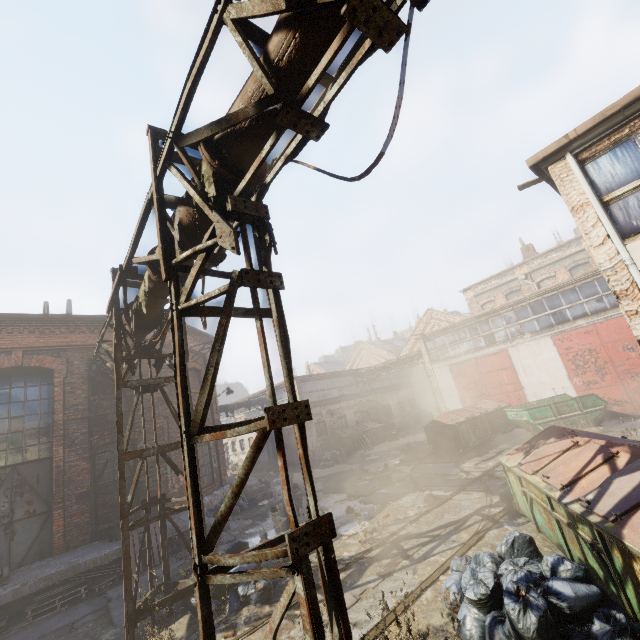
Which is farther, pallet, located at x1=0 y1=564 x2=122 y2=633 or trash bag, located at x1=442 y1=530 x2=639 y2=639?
pallet, located at x1=0 y1=564 x2=122 y2=633

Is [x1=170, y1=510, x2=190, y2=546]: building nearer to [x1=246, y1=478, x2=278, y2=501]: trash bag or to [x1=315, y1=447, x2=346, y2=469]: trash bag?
[x1=246, y1=478, x2=278, y2=501]: trash bag

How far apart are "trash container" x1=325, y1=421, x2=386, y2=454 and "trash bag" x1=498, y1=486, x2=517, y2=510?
14.9 meters

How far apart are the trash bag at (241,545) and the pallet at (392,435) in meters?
18.4 m

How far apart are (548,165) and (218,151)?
6.1m

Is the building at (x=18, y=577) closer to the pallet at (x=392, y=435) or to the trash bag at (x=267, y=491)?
the trash bag at (x=267, y=491)

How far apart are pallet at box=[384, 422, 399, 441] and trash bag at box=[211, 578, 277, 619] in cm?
A: 1843

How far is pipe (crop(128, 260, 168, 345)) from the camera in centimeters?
528cm
